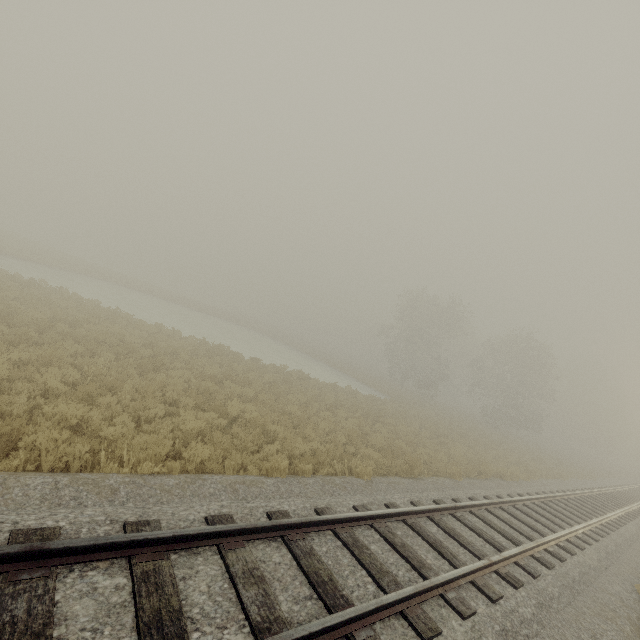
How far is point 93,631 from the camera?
2.83m
